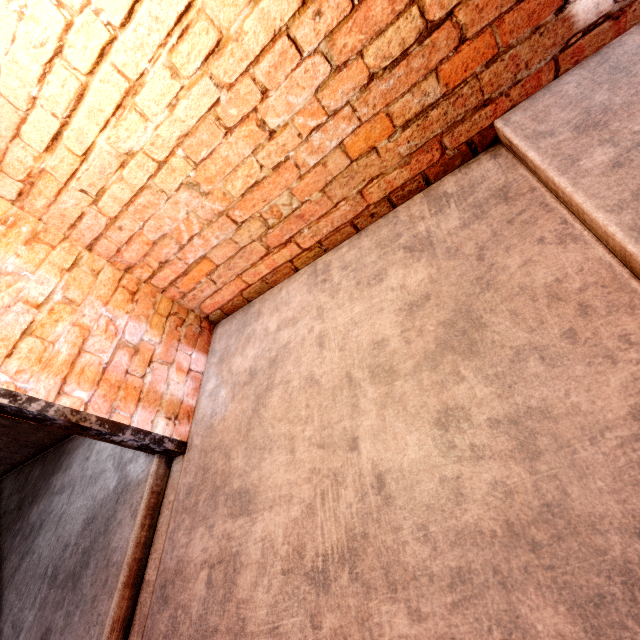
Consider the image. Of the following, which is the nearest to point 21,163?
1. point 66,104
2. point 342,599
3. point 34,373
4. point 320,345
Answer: point 66,104
